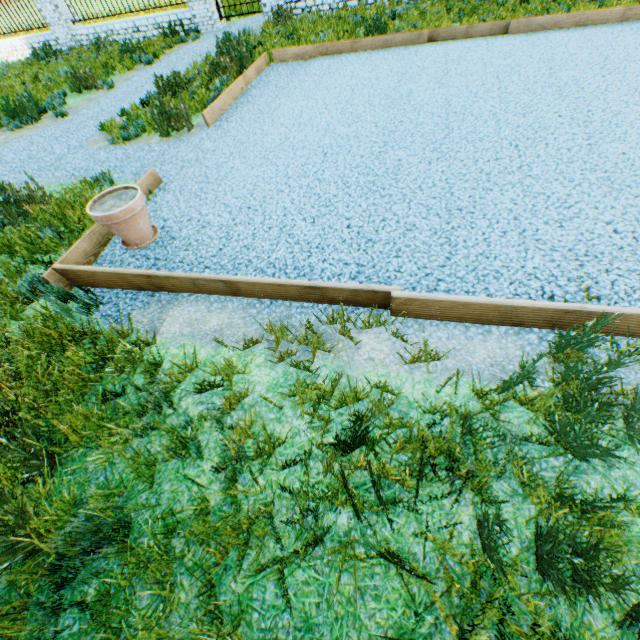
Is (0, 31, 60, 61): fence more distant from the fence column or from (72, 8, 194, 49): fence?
(72, 8, 194, 49): fence

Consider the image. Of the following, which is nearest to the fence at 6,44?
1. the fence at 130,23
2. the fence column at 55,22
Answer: the fence column at 55,22

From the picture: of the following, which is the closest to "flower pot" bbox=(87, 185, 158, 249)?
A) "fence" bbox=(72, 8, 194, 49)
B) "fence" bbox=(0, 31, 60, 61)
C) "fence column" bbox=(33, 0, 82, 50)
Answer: "fence" bbox=(72, 8, 194, 49)

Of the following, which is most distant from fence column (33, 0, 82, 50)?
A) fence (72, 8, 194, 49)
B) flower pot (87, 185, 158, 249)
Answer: flower pot (87, 185, 158, 249)

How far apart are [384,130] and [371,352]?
3.1 meters

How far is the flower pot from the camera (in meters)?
2.78

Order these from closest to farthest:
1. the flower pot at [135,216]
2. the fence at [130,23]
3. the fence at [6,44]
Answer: the flower pot at [135,216] → the fence at [130,23] → the fence at [6,44]

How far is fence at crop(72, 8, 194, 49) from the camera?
10.32m
